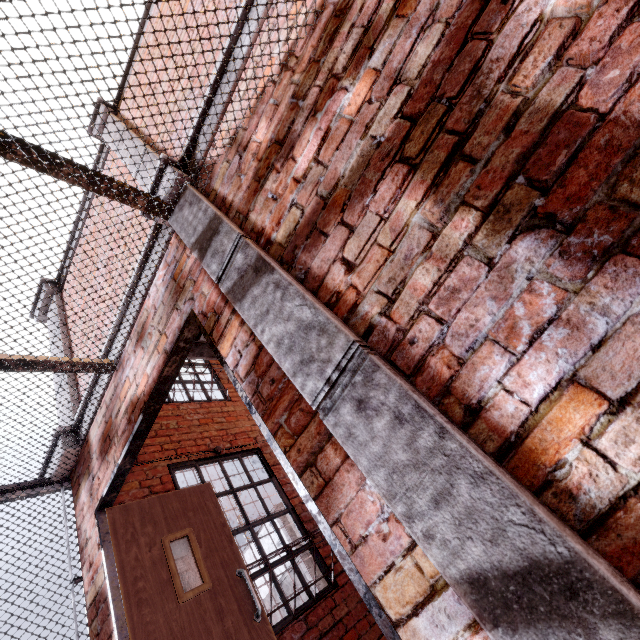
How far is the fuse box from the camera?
2.8 meters

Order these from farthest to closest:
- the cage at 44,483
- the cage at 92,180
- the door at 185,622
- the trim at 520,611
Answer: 1. the cage at 44,483
2. the door at 185,622
3. the cage at 92,180
4. the trim at 520,611

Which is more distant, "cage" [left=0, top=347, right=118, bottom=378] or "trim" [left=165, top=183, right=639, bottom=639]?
"cage" [left=0, top=347, right=118, bottom=378]

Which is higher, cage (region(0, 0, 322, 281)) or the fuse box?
cage (region(0, 0, 322, 281))

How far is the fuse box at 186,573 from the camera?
2.8 meters

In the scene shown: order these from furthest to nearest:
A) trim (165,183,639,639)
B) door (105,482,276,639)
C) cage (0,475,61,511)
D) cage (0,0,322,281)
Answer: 1. cage (0,475,61,511)
2. door (105,482,276,639)
3. cage (0,0,322,281)
4. trim (165,183,639,639)

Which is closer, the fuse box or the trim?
the trim

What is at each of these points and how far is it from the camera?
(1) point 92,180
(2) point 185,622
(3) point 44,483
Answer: (1) cage, 2.03m
(2) door, 2.35m
(3) cage, 3.13m
